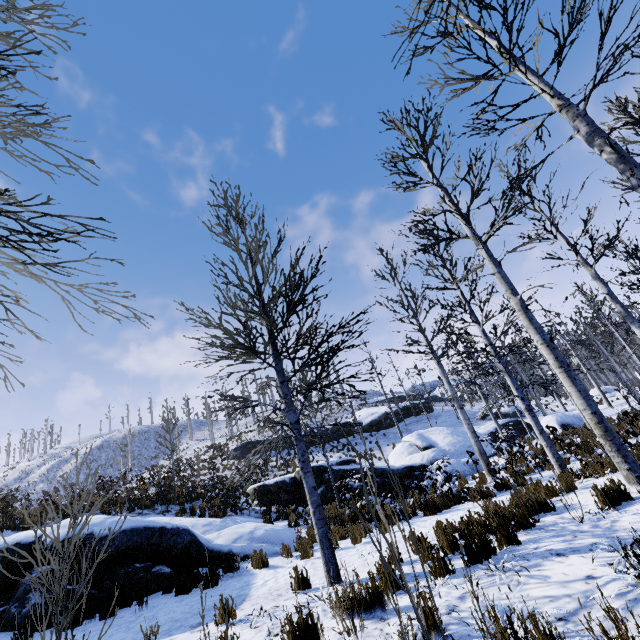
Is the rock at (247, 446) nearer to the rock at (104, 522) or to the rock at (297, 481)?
the rock at (297, 481)

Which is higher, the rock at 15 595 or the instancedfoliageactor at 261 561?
the rock at 15 595

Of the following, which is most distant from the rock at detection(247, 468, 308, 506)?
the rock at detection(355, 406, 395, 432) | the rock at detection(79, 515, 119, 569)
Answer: the rock at detection(355, 406, 395, 432)

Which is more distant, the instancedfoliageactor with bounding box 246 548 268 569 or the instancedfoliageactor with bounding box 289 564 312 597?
the instancedfoliageactor with bounding box 246 548 268 569

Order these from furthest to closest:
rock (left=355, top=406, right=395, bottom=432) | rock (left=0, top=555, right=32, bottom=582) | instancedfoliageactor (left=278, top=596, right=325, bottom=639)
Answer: rock (left=355, top=406, right=395, bottom=432), rock (left=0, top=555, right=32, bottom=582), instancedfoliageactor (left=278, top=596, right=325, bottom=639)

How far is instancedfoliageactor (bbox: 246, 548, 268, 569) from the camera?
7.50m

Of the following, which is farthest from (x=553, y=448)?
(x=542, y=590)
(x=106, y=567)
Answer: (x=106, y=567)

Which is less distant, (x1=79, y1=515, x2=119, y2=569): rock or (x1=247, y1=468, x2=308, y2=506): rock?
(x1=79, y1=515, x2=119, y2=569): rock
